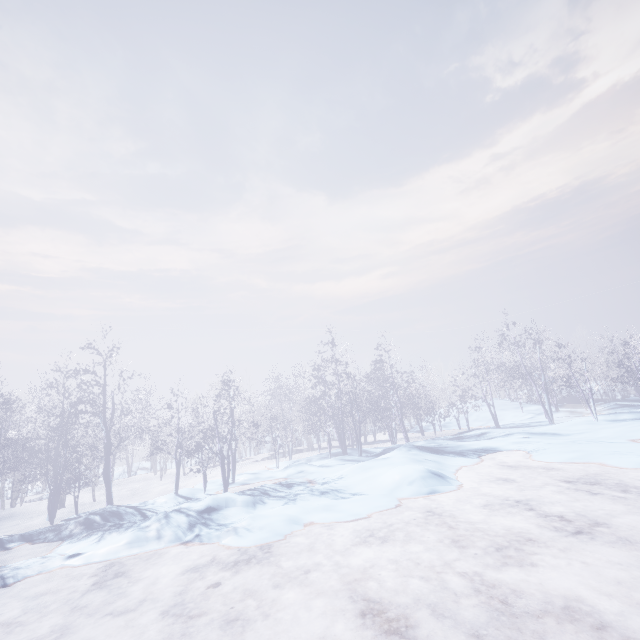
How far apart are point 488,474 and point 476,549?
7.1 meters
